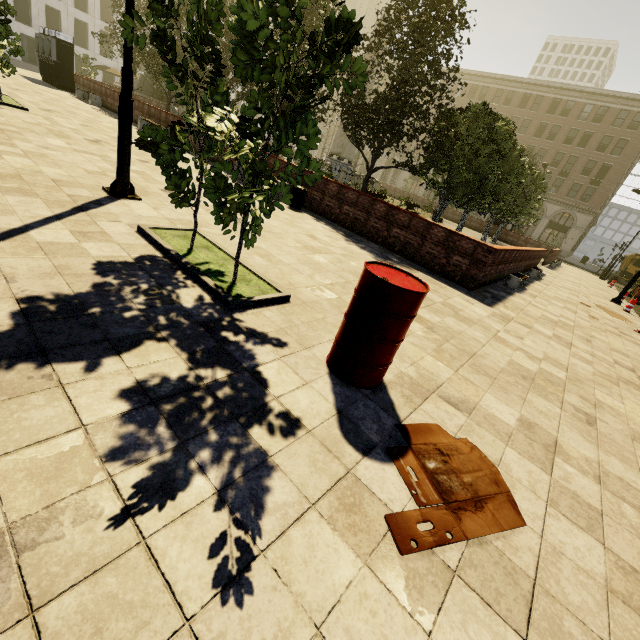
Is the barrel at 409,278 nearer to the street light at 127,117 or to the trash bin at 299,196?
the street light at 127,117

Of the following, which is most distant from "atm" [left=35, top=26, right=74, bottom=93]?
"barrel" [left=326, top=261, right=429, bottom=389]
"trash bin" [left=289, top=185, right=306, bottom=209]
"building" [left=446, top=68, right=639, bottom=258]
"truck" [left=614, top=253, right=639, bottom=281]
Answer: "truck" [left=614, top=253, right=639, bottom=281]

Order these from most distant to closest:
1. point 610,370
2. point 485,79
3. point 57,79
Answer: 1. point 485,79
2. point 57,79
3. point 610,370

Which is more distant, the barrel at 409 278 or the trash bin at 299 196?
the trash bin at 299 196

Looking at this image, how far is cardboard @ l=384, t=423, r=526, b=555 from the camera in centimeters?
207cm

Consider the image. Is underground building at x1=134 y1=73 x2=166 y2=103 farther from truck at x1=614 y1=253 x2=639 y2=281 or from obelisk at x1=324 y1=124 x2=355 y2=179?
truck at x1=614 y1=253 x2=639 y2=281

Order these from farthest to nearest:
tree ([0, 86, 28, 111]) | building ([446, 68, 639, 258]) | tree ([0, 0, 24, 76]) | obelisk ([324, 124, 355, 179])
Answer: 1. building ([446, 68, 639, 258])
2. obelisk ([324, 124, 355, 179])
3. tree ([0, 86, 28, 111])
4. tree ([0, 0, 24, 76])

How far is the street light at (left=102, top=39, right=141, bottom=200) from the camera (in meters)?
5.29
